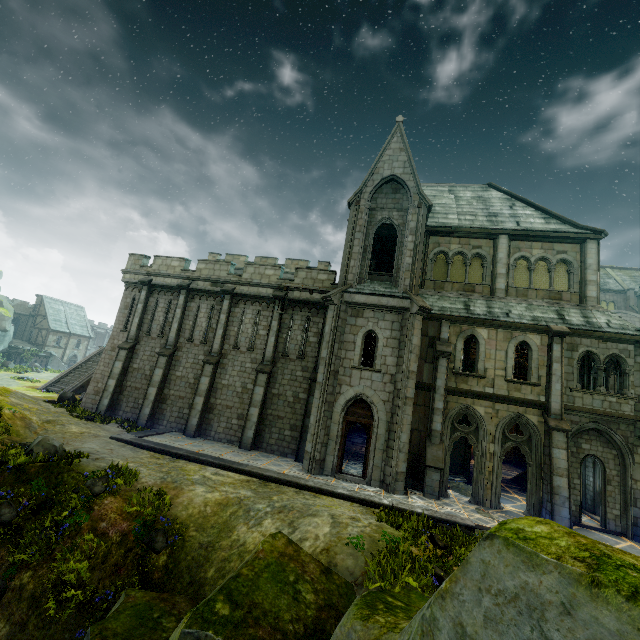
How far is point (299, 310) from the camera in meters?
19.3

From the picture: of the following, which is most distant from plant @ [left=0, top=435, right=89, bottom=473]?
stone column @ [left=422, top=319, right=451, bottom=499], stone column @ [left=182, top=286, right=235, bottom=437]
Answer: stone column @ [left=422, top=319, right=451, bottom=499]

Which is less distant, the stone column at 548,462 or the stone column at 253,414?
the stone column at 548,462

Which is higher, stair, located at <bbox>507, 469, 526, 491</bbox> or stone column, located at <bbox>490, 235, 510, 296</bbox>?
stone column, located at <bbox>490, 235, 510, 296</bbox>

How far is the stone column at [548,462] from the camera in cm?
1286

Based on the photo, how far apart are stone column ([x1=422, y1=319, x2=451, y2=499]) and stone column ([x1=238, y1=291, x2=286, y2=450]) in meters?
8.6

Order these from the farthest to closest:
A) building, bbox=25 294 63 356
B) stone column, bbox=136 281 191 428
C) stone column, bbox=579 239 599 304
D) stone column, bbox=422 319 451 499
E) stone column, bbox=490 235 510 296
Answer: building, bbox=25 294 63 356
stone column, bbox=136 281 191 428
stone column, bbox=490 235 510 296
stone column, bbox=579 239 599 304
stone column, bbox=422 319 451 499

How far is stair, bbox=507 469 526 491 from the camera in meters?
18.3 m
